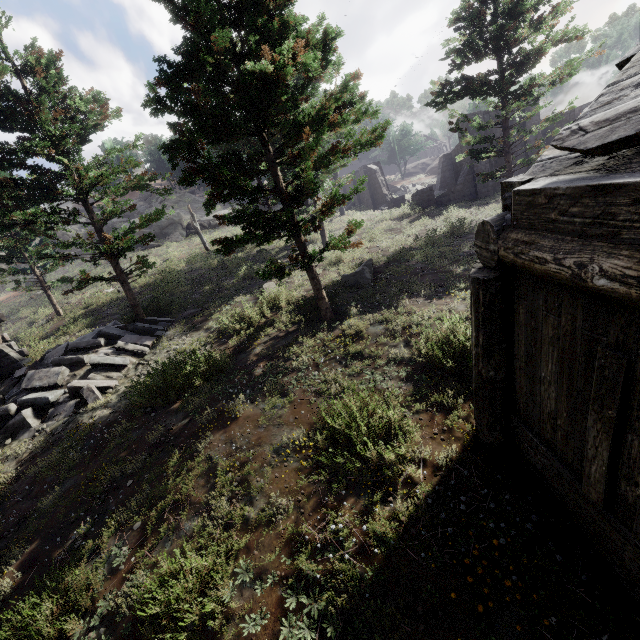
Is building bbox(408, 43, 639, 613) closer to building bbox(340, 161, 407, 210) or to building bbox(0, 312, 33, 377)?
building bbox(0, 312, 33, 377)

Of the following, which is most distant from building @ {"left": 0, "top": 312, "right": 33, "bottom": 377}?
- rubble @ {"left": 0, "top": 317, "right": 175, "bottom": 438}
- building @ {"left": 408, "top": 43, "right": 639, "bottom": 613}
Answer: building @ {"left": 408, "top": 43, "right": 639, "bottom": 613}

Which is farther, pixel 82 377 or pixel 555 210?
pixel 82 377

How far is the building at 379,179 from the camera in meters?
28.9 m

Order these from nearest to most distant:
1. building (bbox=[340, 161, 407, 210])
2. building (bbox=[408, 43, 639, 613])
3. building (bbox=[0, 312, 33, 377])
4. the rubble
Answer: building (bbox=[408, 43, 639, 613]) < the rubble < building (bbox=[0, 312, 33, 377]) < building (bbox=[340, 161, 407, 210])

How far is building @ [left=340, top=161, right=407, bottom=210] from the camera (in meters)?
28.92

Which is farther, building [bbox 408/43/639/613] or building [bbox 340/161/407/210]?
building [bbox 340/161/407/210]

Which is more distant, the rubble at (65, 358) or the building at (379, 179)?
the building at (379, 179)
